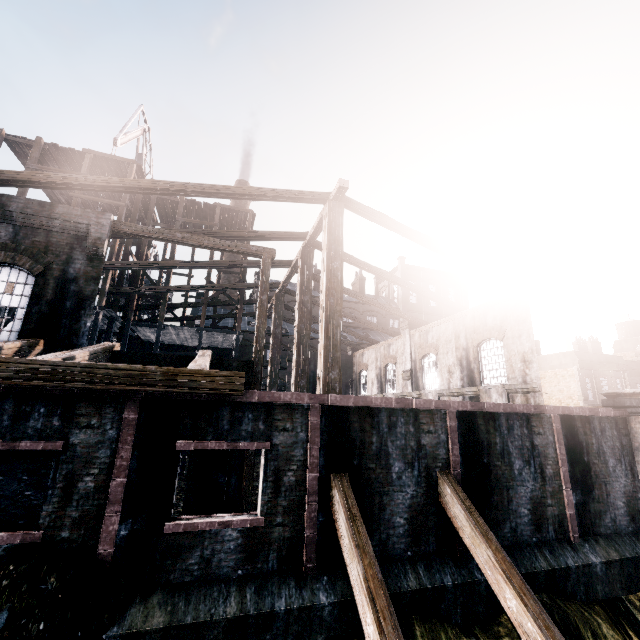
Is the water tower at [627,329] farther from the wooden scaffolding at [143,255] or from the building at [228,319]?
the wooden scaffolding at [143,255]

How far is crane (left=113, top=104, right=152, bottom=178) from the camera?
27.76m

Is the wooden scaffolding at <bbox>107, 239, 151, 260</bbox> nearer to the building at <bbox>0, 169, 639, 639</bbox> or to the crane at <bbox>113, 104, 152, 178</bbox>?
the building at <bbox>0, 169, 639, 639</bbox>

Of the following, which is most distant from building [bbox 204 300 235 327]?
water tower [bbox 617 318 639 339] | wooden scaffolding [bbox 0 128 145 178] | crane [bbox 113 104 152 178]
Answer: crane [bbox 113 104 152 178]

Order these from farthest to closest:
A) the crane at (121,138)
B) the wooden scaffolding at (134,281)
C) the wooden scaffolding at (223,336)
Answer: the crane at (121,138) < the wooden scaffolding at (134,281) < the wooden scaffolding at (223,336)

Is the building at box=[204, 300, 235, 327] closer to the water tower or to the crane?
the water tower

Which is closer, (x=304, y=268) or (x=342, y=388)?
(x=304, y=268)
